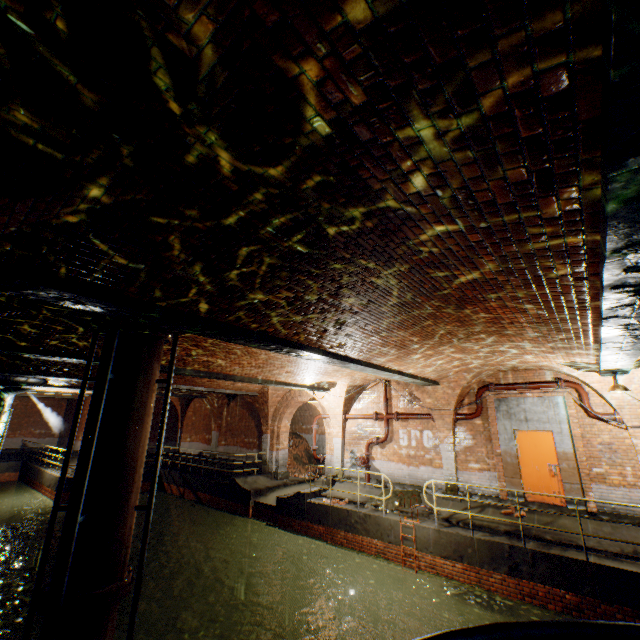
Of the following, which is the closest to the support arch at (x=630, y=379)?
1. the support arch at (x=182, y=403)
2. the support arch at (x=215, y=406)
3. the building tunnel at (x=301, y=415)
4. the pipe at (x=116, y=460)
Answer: the building tunnel at (x=301, y=415)

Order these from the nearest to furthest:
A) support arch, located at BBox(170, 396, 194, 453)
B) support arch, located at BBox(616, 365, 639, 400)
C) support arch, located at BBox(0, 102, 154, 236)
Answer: support arch, located at BBox(0, 102, 154, 236) → support arch, located at BBox(616, 365, 639, 400) → support arch, located at BBox(170, 396, 194, 453)

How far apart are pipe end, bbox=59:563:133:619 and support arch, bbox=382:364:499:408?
8.9m

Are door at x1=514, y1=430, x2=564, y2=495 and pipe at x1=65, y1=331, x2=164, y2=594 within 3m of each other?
no

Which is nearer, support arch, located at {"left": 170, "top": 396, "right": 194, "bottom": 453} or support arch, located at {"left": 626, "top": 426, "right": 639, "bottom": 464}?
support arch, located at {"left": 626, "top": 426, "right": 639, "bottom": 464}

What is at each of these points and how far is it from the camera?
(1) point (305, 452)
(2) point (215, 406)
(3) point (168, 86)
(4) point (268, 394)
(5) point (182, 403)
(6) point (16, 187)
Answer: (1) brick pile, 21.6 meters
(2) support arch, 20.8 meters
(3) support arch, 1.8 meters
(4) support arch, 17.2 meters
(5) support arch, 23.5 meters
(6) support arch, 2.3 meters

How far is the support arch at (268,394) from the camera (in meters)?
17.19

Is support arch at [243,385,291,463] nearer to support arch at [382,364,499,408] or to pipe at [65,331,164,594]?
support arch at [382,364,499,408]
